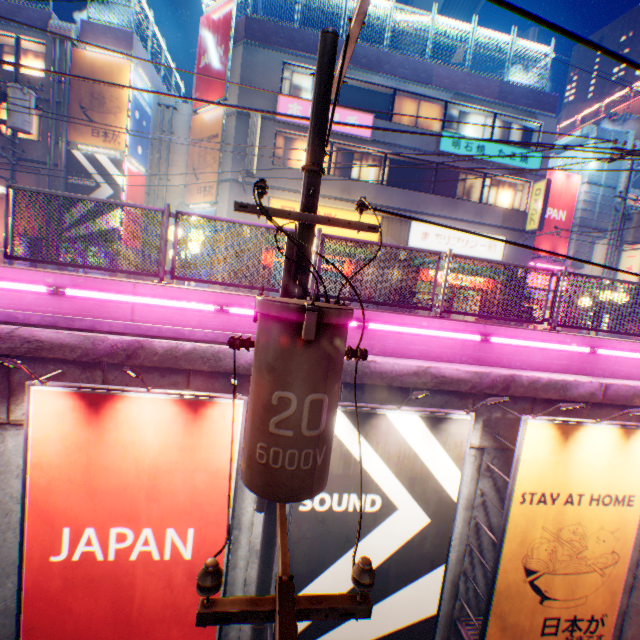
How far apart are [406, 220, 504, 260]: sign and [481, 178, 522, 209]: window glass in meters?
1.4

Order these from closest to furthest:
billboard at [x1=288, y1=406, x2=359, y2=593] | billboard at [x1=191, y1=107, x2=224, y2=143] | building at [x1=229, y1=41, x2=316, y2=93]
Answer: billboard at [x1=288, y1=406, x2=359, y2=593], building at [x1=229, y1=41, x2=316, y2=93], billboard at [x1=191, y1=107, x2=224, y2=143]

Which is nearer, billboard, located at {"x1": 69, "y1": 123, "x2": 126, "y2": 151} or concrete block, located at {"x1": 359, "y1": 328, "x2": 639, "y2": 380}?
concrete block, located at {"x1": 359, "y1": 328, "x2": 639, "y2": 380}

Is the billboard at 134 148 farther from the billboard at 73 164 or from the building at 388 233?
the building at 388 233

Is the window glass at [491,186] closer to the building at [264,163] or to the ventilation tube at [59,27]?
the building at [264,163]

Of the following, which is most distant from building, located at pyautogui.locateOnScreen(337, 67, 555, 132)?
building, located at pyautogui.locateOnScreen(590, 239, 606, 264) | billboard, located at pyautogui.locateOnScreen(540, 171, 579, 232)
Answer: building, located at pyautogui.locateOnScreen(590, 239, 606, 264)

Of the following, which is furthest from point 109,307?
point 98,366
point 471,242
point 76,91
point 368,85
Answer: point 76,91

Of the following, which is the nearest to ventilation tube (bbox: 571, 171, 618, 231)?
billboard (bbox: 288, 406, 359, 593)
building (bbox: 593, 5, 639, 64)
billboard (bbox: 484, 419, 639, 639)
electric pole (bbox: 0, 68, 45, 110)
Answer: billboard (bbox: 484, 419, 639, 639)
